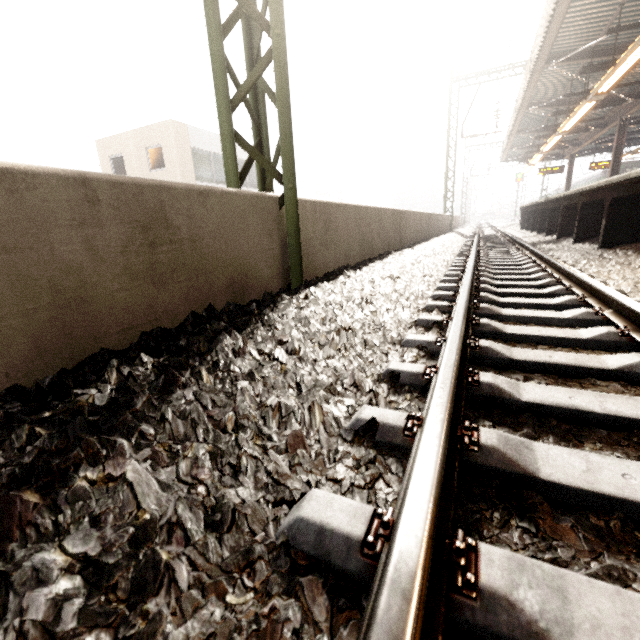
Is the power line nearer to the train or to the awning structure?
the awning structure

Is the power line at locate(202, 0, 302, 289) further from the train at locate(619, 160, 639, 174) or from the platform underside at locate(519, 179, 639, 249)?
the train at locate(619, 160, 639, 174)

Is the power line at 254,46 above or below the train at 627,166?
below

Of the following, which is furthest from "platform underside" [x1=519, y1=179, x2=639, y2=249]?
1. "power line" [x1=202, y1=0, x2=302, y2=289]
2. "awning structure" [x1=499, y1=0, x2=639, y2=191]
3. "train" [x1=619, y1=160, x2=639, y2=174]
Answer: "train" [x1=619, y1=160, x2=639, y2=174]

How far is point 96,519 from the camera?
0.8m

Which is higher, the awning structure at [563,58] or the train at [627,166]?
the awning structure at [563,58]

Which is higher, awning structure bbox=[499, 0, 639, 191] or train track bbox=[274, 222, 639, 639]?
awning structure bbox=[499, 0, 639, 191]
